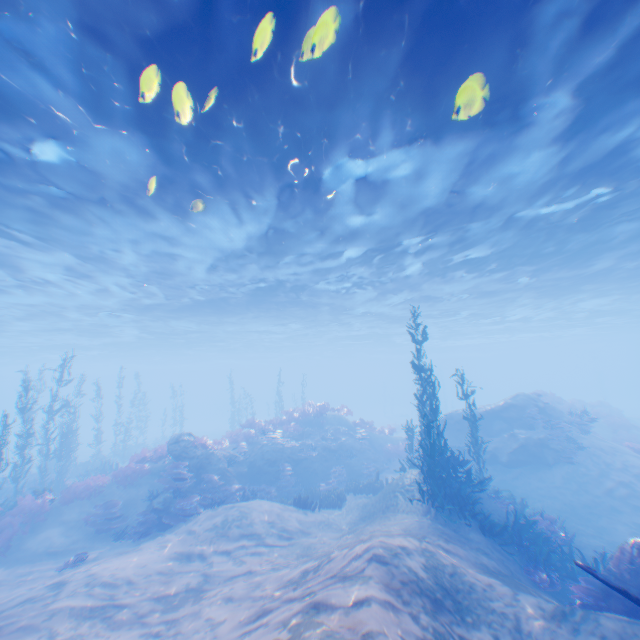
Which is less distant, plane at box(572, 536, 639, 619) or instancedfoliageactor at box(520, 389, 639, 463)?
plane at box(572, 536, 639, 619)

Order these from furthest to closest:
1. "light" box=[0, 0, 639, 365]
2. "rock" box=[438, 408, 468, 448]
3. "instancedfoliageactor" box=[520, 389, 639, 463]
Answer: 1. "rock" box=[438, 408, 468, 448]
2. "instancedfoliageactor" box=[520, 389, 639, 463]
3. "light" box=[0, 0, 639, 365]

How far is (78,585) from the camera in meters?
8.5 m

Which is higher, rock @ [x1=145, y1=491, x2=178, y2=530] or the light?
the light

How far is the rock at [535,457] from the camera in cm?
1777

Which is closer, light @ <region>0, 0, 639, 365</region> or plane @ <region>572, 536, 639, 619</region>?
plane @ <region>572, 536, 639, 619</region>

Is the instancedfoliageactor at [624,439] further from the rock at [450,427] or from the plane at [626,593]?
the plane at [626,593]

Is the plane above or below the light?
below
